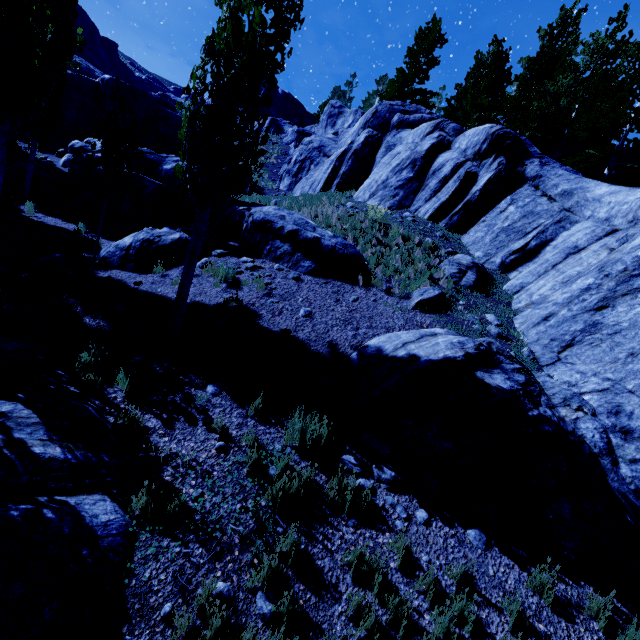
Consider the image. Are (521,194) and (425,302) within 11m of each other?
yes

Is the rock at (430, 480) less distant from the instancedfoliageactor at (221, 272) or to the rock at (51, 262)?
the instancedfoliageactor at (221, 272)

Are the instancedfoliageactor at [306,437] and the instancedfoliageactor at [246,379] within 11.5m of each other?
yes

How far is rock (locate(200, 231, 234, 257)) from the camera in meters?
10.4

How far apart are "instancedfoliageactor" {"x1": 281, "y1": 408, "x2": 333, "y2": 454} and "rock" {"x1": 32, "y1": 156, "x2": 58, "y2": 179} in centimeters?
2140cm

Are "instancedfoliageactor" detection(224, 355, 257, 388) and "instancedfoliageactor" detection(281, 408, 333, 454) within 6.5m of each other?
yes

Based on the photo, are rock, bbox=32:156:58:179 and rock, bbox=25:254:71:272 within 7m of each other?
no

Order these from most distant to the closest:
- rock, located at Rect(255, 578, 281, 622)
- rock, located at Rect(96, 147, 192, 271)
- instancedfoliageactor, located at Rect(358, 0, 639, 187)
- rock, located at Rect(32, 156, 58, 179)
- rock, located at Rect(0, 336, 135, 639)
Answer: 1. rock, located at Rect(32, 156, 58, 179)
2. instancedfoliageactor, located at Rect(358, 0, 639, 187)
3. rock, located at Rect(96, 147, 192, 271)
4. rock, located at Rect(255, 578, 281, 622)
5. rock, located at Rect(0, 336, 135, 639)
